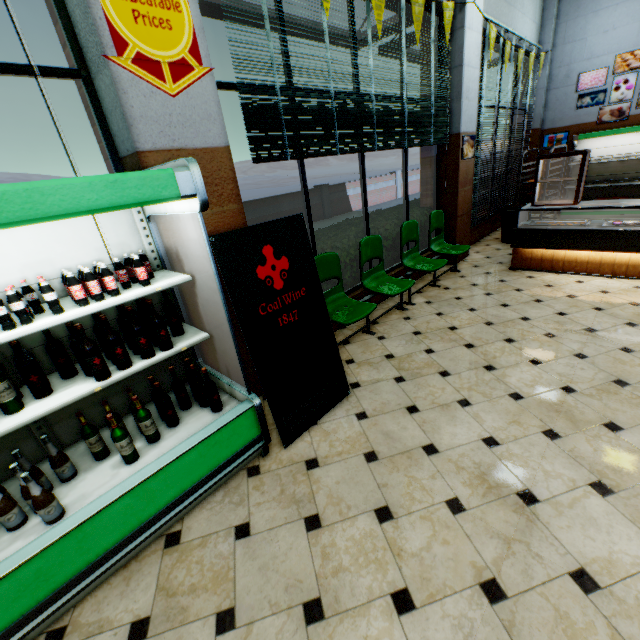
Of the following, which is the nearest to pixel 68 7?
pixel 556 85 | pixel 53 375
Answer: pixel 53 375

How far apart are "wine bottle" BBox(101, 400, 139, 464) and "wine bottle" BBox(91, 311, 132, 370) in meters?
0.3

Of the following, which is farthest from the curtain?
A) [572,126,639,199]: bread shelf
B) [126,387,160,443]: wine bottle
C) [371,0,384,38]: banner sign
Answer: [572,126,639,199]: bread shelf

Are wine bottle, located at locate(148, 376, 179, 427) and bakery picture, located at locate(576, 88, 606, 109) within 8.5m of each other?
no

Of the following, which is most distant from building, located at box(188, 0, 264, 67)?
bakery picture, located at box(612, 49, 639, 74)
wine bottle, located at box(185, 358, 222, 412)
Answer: wine bottle, located at box(185, 358, 222, 412)

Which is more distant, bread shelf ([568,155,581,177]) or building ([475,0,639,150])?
bread shelf ([568,155,581,177])

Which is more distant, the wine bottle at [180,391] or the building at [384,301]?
the building at [384,301]

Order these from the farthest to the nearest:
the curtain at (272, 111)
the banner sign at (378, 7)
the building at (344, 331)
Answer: the building at (344, 331) → the banner sign at (378, 7) → the curtain at (272, 111)
